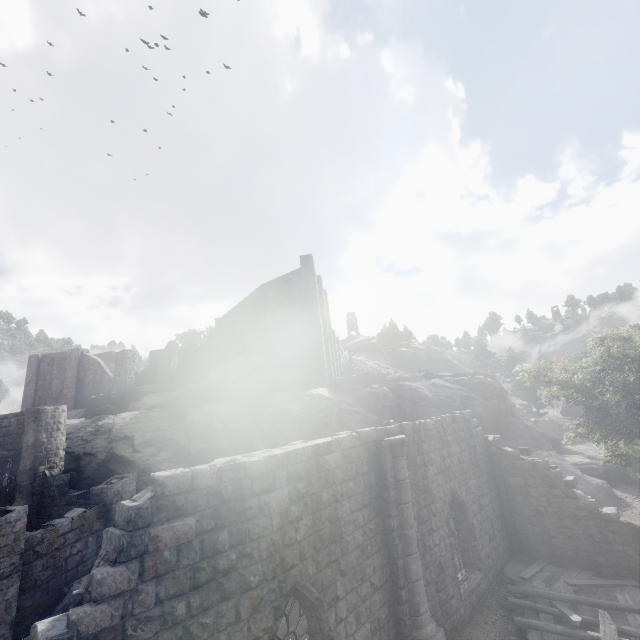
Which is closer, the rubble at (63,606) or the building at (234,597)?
the building at (234,597)

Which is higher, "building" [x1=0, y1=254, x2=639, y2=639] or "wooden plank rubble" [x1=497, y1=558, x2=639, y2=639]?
"building" [x1=0, y1=254, x2=639, y2=639]

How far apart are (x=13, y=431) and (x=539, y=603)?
25.5m

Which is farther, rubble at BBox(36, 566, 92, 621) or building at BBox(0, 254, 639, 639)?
rubble at BBox(36, 566, 92, 621)

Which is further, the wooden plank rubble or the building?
the wooden plank rubble

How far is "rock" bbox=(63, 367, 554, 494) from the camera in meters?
19.0 m

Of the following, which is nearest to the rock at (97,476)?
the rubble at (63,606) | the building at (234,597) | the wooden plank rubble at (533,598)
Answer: the rubble at (63,606)

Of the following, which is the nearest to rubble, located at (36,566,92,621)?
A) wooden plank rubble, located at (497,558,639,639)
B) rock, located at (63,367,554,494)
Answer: rock, located at (63,367,554,494)
